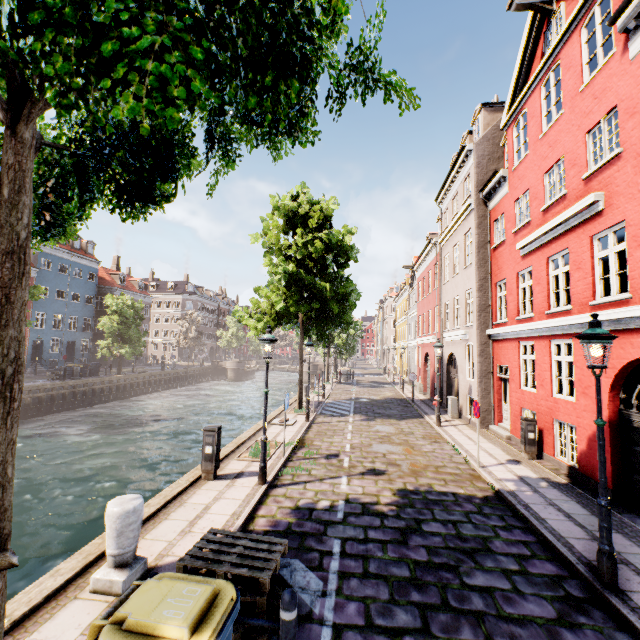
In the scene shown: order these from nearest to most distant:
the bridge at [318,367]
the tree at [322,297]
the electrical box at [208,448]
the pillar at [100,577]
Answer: the pillar at [100,577] < the electrical box at [208,448] < the tree at [322,297] < the bridge at [318,367]

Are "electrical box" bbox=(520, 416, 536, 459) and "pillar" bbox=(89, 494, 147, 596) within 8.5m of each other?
no

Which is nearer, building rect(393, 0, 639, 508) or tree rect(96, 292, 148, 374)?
building rect(393, 0, 639, 508)

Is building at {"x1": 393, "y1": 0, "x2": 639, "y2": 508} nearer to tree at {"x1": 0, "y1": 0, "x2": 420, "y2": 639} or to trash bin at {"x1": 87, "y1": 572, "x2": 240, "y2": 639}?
tree at {"x1": 0, "y1": 0, "x2": 420, "y2": 639}

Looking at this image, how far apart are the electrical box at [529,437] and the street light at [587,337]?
6.00m

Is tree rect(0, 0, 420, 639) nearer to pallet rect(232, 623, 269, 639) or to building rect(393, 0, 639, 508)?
pallet rect(232, 623, 269, 639)

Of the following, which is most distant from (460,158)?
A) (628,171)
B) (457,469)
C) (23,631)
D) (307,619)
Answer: (23,631)

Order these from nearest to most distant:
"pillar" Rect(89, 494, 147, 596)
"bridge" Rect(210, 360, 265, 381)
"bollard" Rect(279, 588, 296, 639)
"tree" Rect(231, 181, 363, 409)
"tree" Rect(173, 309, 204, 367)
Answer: "bollard" Rect(279, 588, 296, 639)
"pillar" Rect(89, 494, 147, 596)
"tree" Rect(231, 181, 363, 409)
"tree" Rect(173, 309, 204, 367)
"bridge" Rect(210, 360, 265, 381)
